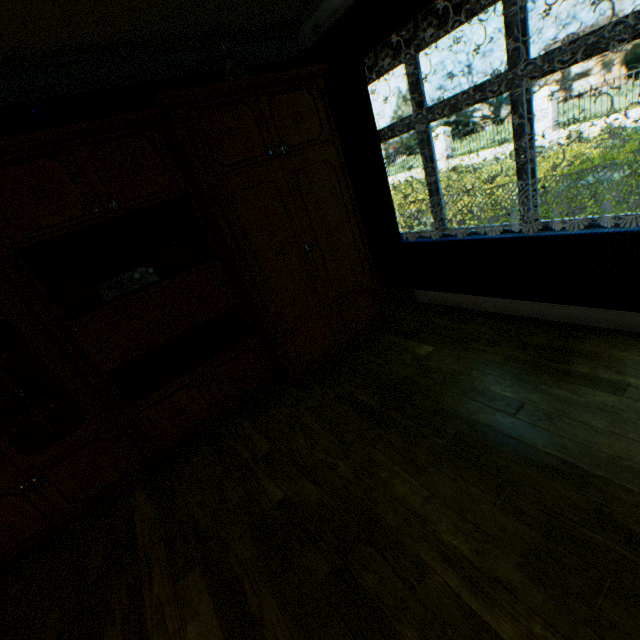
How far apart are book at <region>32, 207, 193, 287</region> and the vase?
1.1m

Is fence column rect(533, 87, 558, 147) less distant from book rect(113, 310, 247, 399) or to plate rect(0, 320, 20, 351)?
book rect(113, 310, 247, 399)

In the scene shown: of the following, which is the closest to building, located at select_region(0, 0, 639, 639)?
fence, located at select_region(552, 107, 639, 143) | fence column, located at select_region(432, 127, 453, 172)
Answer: fence, located at select_region(552, 107, 639, 143)

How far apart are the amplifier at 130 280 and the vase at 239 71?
1.63m

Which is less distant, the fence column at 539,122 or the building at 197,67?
the building at 197,67

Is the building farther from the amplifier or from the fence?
the fence

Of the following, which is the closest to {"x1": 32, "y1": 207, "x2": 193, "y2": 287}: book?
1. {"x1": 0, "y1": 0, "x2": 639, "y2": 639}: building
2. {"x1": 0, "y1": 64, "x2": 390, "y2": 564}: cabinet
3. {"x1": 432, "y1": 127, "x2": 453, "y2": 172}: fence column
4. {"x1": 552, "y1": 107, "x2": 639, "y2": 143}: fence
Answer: {"x1": 0, "y1": 64, "x2": 390, "y2": 564}: cabinet

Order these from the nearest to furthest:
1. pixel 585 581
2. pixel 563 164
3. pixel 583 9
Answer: pixel 585 581 → pixel 563 164 → pixel 583 9
